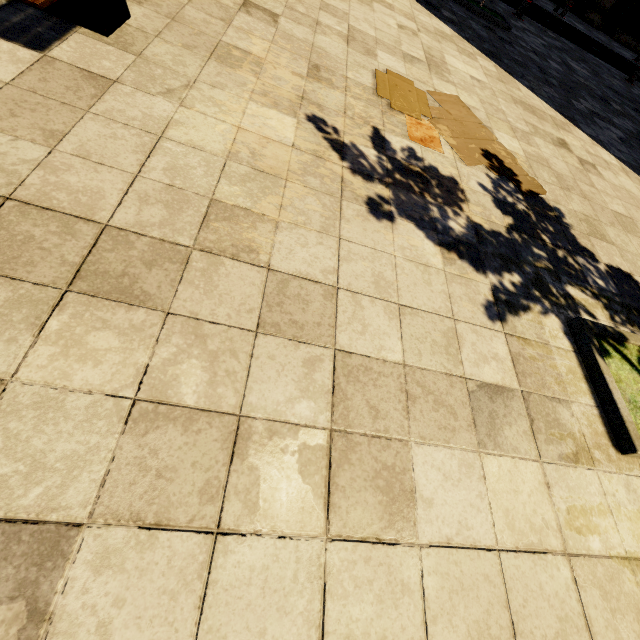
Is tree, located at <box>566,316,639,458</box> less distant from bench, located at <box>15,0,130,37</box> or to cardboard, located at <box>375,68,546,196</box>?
cardboard, located at <box>375,68,546,196</box>

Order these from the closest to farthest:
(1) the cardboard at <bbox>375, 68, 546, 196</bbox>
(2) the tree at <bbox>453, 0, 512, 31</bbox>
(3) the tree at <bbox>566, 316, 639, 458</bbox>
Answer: (3) the tree at <bbox>566, 316, 639, 458</bbox> → (1) the cardboard at <bbox>375, 68, 546, 196</bbox> → (2) the tree at <bbox>453, 0, 512, 31</bbox>

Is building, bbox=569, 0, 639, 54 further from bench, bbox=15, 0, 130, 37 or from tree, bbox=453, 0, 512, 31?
bench, bbox=15, 0, 130, 37

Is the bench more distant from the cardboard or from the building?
the building

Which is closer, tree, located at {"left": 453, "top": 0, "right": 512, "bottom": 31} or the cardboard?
the cardboard

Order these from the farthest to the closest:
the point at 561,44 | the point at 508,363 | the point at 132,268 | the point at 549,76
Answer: the point at 561,44 → the point at 549,76 → the point at 508,363 → the point at 132,268

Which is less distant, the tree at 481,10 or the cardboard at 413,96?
the cardboard at 413,96

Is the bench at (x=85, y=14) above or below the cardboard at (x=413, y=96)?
above
